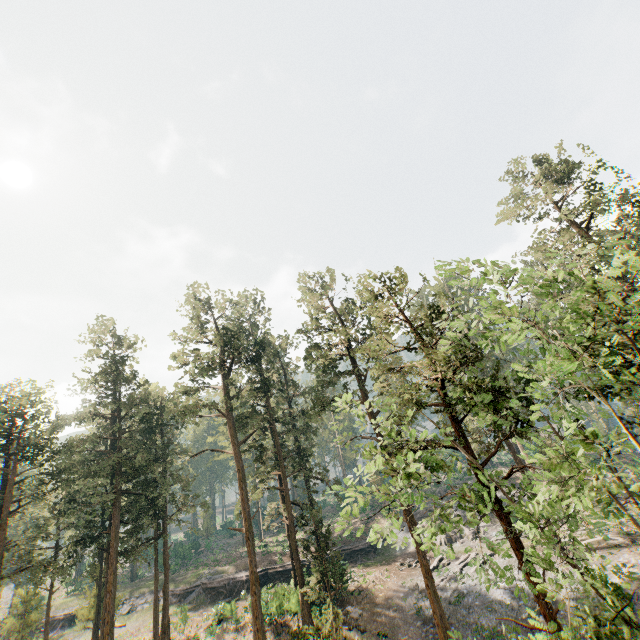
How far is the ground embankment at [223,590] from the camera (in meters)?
37.41

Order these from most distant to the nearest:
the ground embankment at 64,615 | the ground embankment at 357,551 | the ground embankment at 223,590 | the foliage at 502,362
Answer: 1. the ground embankment at 64,615
2. the ground embankment at 357,551
3. the ground embankment at 223,590
4. the foliage at 502,362

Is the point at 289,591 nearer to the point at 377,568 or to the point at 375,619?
the point at 377,568

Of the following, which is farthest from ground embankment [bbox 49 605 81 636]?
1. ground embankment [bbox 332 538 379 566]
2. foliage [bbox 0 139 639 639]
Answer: foliage [bbox 0 139 639 639]

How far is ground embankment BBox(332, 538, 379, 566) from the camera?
39.19m

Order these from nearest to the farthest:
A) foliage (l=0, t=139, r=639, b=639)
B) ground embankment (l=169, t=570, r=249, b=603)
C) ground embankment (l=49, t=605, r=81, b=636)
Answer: foliage (l=0, t=139, r=639, b=639) < ground embankment (l=169, t=570, r=249, b=603) < ground embankment (l=49, t=605, r=81, b=636)

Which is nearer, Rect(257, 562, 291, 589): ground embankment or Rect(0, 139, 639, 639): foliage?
Rect(0, 139, 639, 639): foliage
